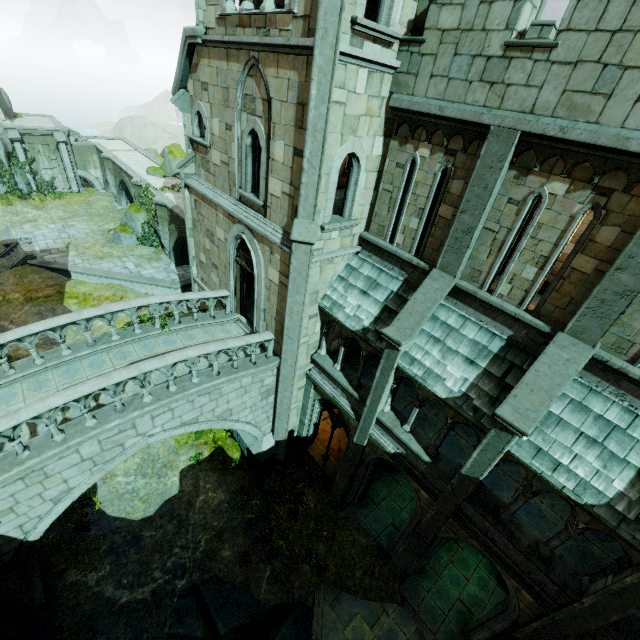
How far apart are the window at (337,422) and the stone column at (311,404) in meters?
0.0 m

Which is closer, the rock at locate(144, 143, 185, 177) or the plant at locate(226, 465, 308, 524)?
the plant at locate(226, 465, 308, 524)

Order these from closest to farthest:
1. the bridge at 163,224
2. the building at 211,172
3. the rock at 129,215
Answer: the building at 211,172 < the bridge at 163,224 < the rock at 129,215

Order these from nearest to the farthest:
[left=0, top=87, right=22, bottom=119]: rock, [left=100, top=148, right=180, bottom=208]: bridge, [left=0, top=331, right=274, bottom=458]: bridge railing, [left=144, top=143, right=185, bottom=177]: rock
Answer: [left=0, top=331, right=274, bottom=458]: bridge railing < [left=100, top=148, right=180, bottom=208]: bridge < [left=144, top=143, right=185, bottom=177]: rock < [left=0, top=87, right=22, bottom=119]: rock

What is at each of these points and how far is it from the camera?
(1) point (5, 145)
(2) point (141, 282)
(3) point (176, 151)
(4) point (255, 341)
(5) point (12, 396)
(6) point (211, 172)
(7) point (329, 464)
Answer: (1) rock, 29.3m
(2) wall trim, 23.4m
(3) rock, 29.2m
(4) bridge railing, 10.4m
(5) bridge, 8.8m
(6) building, 11.9m
(7) wall trim, 14.6m

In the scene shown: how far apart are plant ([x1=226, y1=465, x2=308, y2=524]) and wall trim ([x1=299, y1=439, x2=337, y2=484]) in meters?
0.7

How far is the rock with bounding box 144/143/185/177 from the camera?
28.47m

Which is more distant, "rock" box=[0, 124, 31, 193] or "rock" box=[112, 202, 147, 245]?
"rock" box=[0, 124, 31, 193]
